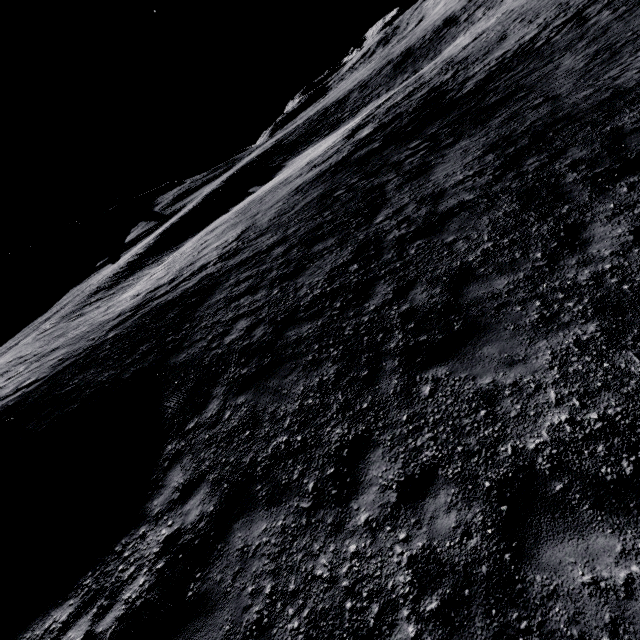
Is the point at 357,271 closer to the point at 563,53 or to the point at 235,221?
the point at 235,221

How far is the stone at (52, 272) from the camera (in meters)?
57.00

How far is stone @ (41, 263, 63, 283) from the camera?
57.0m
